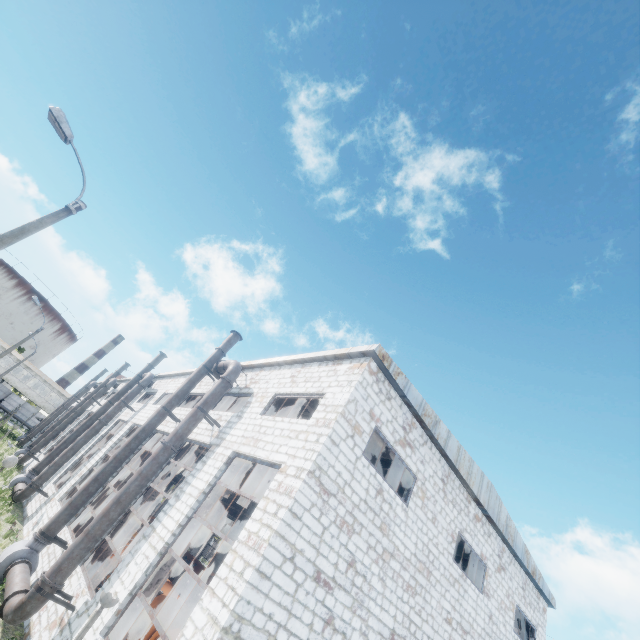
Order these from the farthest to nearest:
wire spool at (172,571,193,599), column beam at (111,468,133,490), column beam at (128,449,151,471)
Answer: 1. wire spool at (172,571,193,599)
2. column beam at (128,449,151,471)
3. column beam at (111,468,133,490)

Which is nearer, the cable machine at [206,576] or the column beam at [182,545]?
the column beam at [182,545]

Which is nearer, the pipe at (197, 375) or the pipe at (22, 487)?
the pipe at (197, 375)

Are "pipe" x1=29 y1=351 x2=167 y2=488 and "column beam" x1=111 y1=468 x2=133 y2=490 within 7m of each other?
yes

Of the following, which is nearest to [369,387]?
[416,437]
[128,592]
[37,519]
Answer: [416,437]

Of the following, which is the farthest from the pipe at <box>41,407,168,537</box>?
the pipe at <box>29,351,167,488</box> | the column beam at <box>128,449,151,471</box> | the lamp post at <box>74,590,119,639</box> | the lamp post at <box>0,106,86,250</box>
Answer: the lamp post at <box>74,590,119,639</box>

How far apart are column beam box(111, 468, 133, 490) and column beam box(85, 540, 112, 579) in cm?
389

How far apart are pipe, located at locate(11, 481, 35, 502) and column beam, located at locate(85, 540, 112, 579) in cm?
1003
